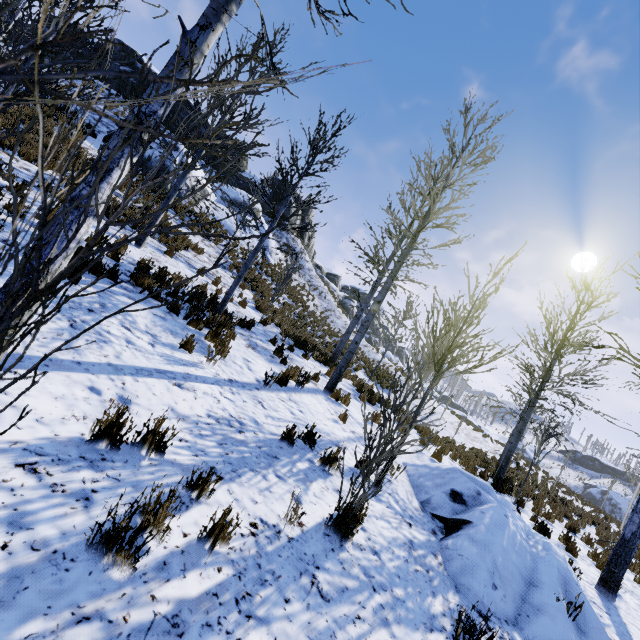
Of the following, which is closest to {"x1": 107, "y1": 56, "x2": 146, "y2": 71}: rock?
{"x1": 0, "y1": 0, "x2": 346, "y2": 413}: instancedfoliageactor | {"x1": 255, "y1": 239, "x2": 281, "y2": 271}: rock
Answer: {"x1": 255, "y1": 239, "x2": 281, "y2": 271}: rock

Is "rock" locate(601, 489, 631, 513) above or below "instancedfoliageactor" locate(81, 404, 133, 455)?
above

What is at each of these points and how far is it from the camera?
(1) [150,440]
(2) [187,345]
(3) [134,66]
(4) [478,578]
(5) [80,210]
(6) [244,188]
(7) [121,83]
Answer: (1) instancedfoliageactor, 3.1 meters
(2) instancedfoliageactor, 5.7 meters
(3) rock, 24.3 meters
(4) rock, 4.0 meters
(5) instancedfoliageactor, 2.7 meters
(6) rock, 29.7 meters
(7) rock, 23.7 meters

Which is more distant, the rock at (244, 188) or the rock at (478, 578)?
the rock at (244, 188)

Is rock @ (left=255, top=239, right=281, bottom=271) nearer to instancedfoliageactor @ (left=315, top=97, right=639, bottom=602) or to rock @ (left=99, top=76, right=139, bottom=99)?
rock @ (left=99, top=76, right=139, bottom=99)

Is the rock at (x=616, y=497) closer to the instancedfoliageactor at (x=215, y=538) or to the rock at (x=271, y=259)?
the rock at (x=271, y=259)

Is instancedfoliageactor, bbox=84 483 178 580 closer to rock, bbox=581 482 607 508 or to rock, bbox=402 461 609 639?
rock, bbox=402 461 609 639

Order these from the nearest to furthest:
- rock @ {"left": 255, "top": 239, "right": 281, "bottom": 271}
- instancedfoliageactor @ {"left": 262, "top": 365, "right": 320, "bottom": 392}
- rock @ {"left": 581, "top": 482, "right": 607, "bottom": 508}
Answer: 1. instancedfoliageactor @ {"left": 262, "top": 365, "right": 320, "bottom": 392}
2. rock @ {"left": 255, "top": 239, "right": 281, "bottom": 271}
3. rock @ {"left": 581, "top": 482, "right": 607, "bottom": 508}
